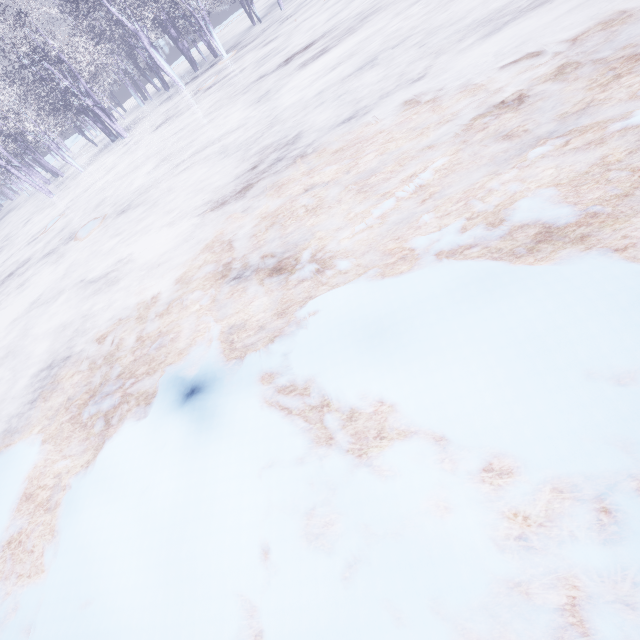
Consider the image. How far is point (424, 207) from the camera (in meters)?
2.45
